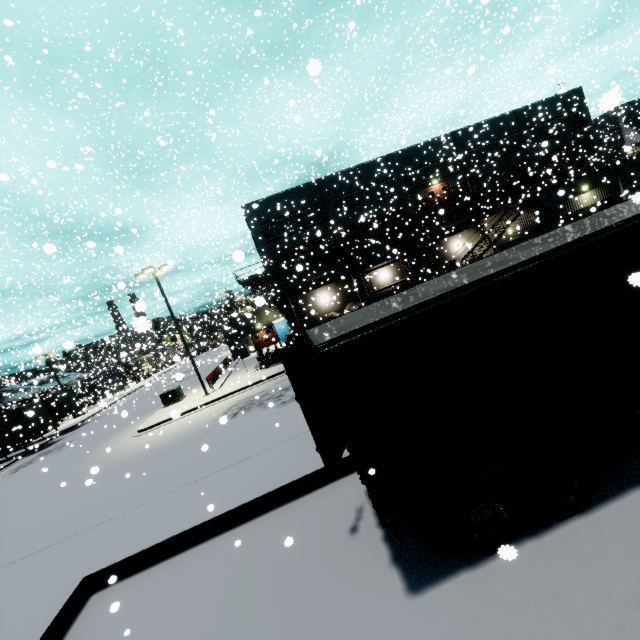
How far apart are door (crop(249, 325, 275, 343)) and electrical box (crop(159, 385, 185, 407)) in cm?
1419

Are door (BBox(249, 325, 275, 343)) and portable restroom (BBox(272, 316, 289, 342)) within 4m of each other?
yes

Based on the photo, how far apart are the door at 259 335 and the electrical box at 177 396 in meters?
14.2 m

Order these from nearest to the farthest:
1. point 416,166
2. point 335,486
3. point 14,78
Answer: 1. point 335,486
2. point 14,78
3. point 416,166

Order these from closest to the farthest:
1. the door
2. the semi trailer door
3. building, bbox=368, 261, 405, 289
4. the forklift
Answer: the semi trailer door, the forklift, building, bbox=368, 261, 405, 289, the door

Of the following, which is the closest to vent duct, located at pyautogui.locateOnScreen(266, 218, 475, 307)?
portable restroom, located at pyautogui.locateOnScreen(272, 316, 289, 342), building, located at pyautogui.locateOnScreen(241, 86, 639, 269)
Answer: building, located at pyautogui.locateOnScreen(241, 86, 639, 269)

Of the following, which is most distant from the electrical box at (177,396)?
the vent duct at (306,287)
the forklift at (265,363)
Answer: the forklift at (265,363)

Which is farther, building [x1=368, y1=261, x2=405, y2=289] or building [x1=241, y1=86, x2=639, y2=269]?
building [x1=368, y1=261, x2=405, y2=289]
